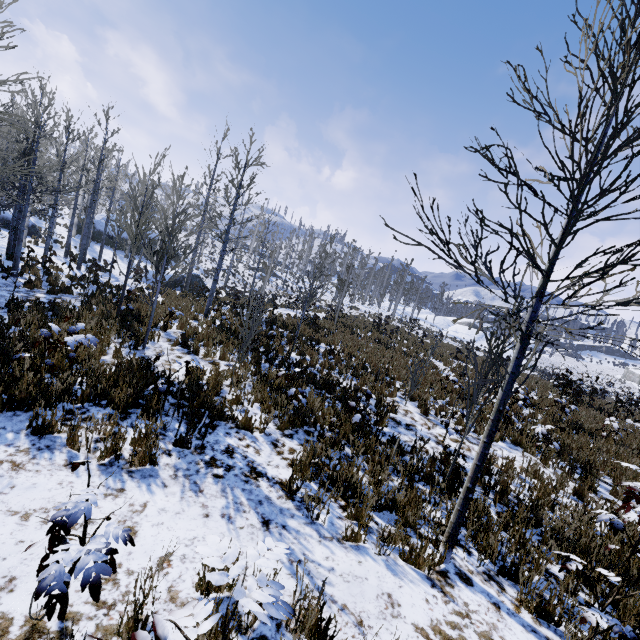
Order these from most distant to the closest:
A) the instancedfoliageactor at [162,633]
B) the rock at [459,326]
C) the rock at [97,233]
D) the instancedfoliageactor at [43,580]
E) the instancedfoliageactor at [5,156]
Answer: the rock at [459,326] → the rock at [97,233] → the instancedfoliageactor at [5,156] → the instancedfoliageactor at [43,580] → the instancedfoliageactor at [162,633]

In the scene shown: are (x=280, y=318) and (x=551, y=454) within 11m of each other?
no

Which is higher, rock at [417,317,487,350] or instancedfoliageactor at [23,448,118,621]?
rock at [417,317,487,350]

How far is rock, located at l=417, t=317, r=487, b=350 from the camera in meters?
50.2

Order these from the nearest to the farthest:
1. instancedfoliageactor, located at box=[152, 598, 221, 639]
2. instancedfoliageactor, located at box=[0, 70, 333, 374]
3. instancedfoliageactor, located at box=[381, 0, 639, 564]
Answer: instancedfoliageactor, located at box=[152, 598, 221, 639]
instancedfoliageactor, located at box=[381, 0, 639, 564]
instancedfoliageactor, located at box=[0, 70, 333, 374]

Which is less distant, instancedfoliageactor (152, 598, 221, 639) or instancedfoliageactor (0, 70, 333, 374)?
instancedfoliageactor (152, 598, 221, 639)

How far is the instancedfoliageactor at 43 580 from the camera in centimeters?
166cm

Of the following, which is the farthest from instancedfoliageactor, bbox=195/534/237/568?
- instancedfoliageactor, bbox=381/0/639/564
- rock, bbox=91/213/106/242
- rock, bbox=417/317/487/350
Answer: rock, bbox=417/317/487/350
